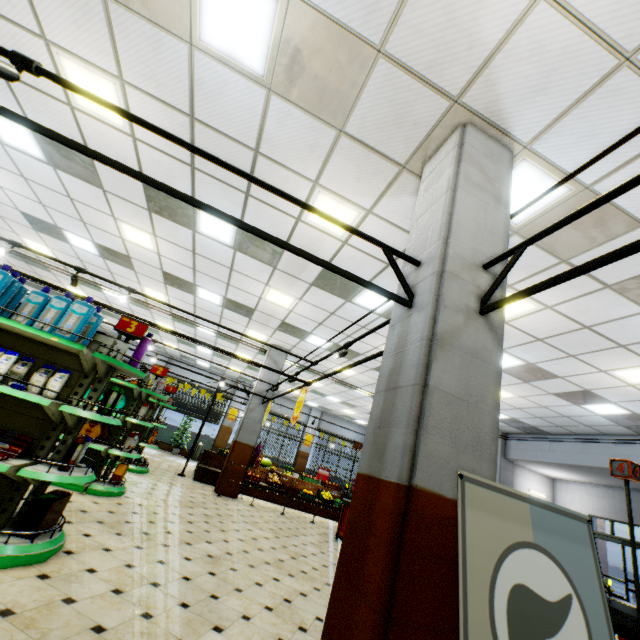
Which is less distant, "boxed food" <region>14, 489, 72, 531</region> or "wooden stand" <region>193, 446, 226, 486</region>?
"boxed food" <region>14, 489, 72, 531</region>

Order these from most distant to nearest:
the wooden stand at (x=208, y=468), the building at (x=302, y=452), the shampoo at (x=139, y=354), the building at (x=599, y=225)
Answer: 1. the building at (x=302, y=452)
2. the wooden stand at (x=208, y=468)
3. the shampoo at (x=139, y=354)
4. the building at (x=599, y=225)

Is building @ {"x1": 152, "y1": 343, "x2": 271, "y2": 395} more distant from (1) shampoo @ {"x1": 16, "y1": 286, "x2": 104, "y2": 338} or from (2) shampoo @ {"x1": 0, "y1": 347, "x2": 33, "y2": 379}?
(1) shampoo @ {"x1": 16, "y1": 286, "x2": 104, "y2": 338}

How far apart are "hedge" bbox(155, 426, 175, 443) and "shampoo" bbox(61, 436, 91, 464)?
16.97m

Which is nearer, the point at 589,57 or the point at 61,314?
the point at 589,57

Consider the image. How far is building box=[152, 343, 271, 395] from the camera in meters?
11.0 m

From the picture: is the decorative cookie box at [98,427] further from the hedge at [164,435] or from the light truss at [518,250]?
the hedge at [164,435]

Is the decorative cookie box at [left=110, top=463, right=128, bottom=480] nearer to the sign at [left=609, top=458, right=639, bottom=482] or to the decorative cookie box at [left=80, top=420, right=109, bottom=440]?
the decorative cookie box at [left=80, top=420, right=109, bottom=440]
